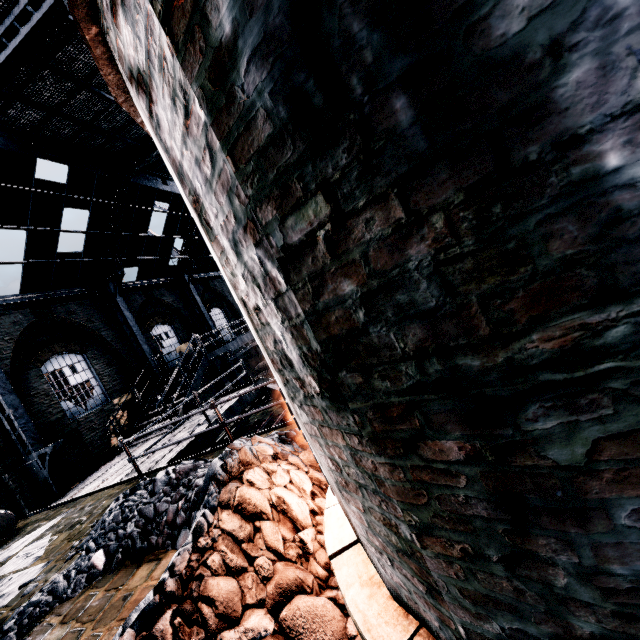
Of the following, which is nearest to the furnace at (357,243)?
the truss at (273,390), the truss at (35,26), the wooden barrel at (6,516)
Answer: the truss at (35,26)

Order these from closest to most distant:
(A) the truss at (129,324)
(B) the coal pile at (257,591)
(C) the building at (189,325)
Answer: (B) the coal pile at (257,591) → (A) the truss at (129,324) → (C) the building at (189,325)

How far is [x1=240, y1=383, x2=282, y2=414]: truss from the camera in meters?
12.9

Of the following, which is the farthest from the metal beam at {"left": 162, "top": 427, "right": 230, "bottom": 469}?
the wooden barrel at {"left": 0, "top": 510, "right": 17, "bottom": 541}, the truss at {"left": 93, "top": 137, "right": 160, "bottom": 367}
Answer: the wooden barrel at {"left": 0, "top": 510, "right": 17, "bottom": 541}

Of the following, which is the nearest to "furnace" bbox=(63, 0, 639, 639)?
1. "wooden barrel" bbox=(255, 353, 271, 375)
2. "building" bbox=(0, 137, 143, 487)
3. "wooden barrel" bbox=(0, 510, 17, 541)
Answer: "building" bbox=(0, 137, 143, 487)

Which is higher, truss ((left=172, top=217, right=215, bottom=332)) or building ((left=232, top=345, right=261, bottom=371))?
truss ((left=172, top=217, right=215, bottom=332))

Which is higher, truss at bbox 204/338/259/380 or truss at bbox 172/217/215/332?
truss at bbox 172/217/215/332

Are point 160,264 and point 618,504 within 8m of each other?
no
